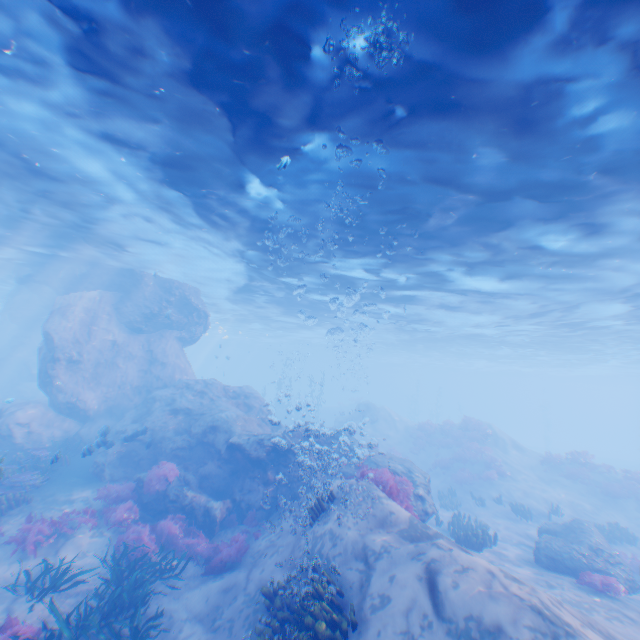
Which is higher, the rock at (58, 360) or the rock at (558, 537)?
the rock at (58, 360)

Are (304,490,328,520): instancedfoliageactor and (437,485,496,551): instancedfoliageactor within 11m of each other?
yes

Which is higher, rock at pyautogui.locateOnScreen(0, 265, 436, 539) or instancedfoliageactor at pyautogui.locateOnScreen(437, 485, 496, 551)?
rock at pyautogui.locateOnScreen(0, 265, 436, 539)

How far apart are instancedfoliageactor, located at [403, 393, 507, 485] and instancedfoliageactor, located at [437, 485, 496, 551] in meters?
12.0

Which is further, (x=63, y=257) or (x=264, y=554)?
(x=63, y=257)

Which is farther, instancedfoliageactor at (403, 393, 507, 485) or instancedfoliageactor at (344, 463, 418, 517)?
instancedfoliageactor at (403, 393, 507, 485)

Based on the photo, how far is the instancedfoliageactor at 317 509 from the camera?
9.42m

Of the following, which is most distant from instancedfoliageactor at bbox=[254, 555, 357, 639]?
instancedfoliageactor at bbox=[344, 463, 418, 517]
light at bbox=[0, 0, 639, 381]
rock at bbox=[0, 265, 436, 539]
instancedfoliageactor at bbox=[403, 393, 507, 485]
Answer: instancedfoliageactor at bbox=[403, 393, 507, 485]
